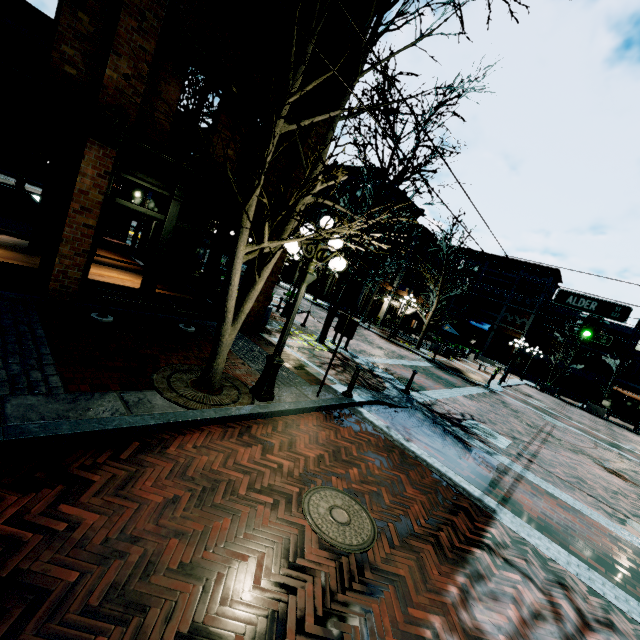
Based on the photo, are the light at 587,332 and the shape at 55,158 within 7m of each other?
no

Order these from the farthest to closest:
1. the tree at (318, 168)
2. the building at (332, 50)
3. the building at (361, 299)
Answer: the building at (361, 299), the building at (332, 50), the tree at (318, 168)

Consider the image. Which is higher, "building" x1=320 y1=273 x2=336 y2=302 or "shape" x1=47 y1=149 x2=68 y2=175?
"shape" x1=47 y1=149 x2=68 y2=175

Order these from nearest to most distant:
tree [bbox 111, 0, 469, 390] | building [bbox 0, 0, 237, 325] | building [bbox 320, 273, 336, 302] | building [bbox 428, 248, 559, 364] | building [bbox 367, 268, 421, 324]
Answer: tree [bbox 111, 0, 469, 390]
building [bbox 0, 0, 237, 325]
building [bbox 367, 268, 421, 324]
building [bbox 320, 273, 336, 302]
building [bbox 428, 248, 559, 364]

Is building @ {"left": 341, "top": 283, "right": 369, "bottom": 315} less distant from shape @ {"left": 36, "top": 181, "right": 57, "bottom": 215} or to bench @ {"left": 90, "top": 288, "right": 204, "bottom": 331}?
bench @ {"left": 90, "top": 288, "right": 204, "bottom": 331}

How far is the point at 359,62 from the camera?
3.5m

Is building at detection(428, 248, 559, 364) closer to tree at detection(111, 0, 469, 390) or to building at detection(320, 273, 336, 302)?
building at detection(320, 273, 336, 302)

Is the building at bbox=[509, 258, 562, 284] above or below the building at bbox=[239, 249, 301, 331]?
above
